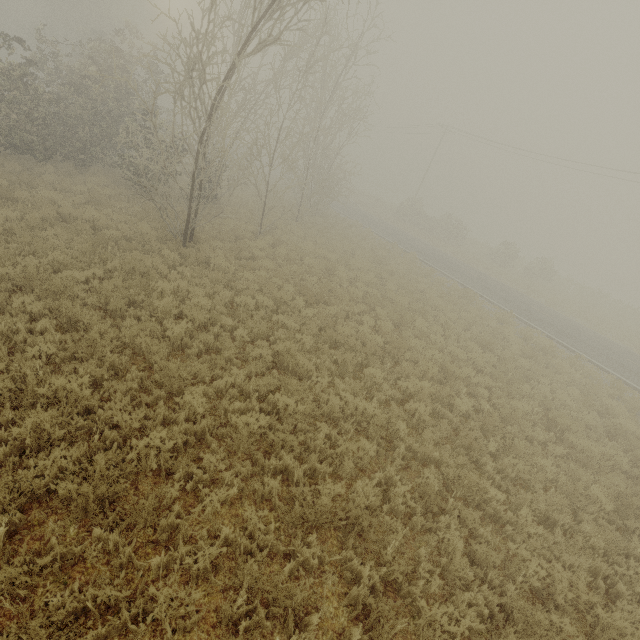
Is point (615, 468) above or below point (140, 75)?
below
